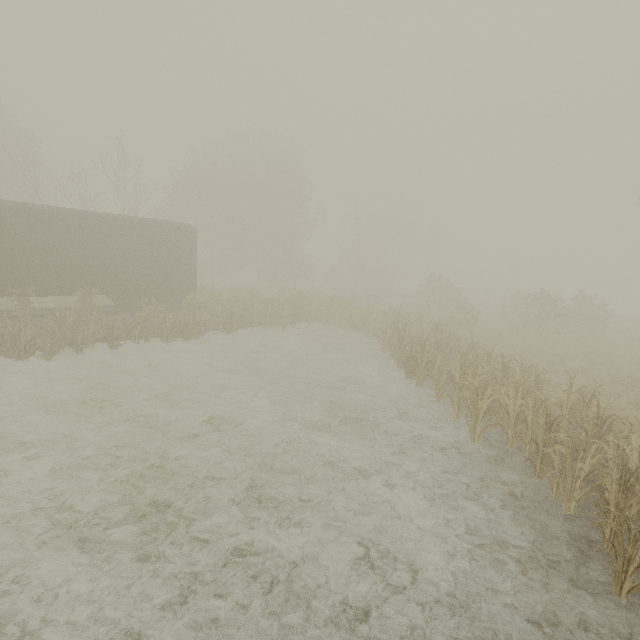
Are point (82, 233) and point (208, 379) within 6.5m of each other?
no

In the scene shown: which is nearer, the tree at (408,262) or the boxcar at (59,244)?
the tree at (408,262)

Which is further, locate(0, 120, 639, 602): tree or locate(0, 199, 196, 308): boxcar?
locate(0, 199, 196, 308): boxcar
